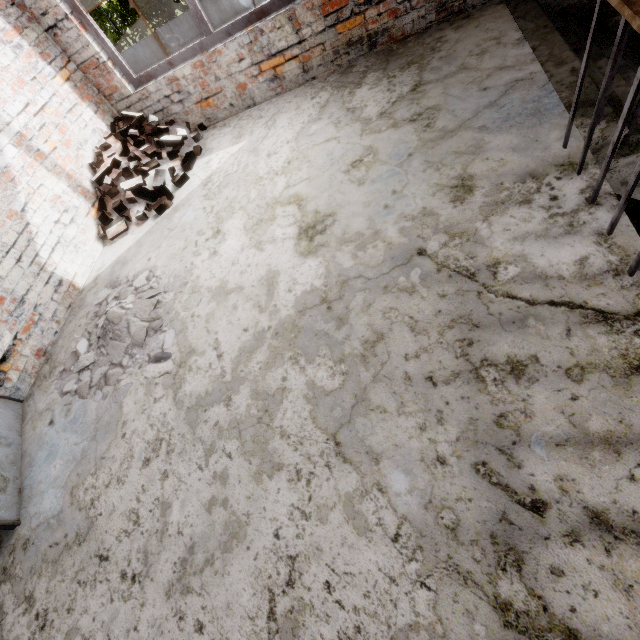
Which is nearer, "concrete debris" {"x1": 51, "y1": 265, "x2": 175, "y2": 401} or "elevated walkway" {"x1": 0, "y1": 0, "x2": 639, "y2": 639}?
"elevated walkway" {"x1": 0, "y1": 0, "x2": 639, "y2": 639}

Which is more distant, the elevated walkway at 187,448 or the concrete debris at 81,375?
the concrete debris at 81,375

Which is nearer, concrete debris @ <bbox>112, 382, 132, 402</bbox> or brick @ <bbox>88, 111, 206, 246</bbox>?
concrete debris @ <bbox>112, 382, 132, 402</bbox>

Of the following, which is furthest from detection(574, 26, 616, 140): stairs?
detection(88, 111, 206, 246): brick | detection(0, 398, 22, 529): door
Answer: detection(0, 398, 22, 529): door

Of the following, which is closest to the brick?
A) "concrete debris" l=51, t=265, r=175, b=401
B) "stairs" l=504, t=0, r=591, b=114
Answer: "concrete debris" l=51, t=265, r=175, b=401

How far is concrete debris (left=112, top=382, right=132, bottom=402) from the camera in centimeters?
250cm

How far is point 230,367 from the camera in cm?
222

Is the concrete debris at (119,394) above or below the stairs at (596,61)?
above
